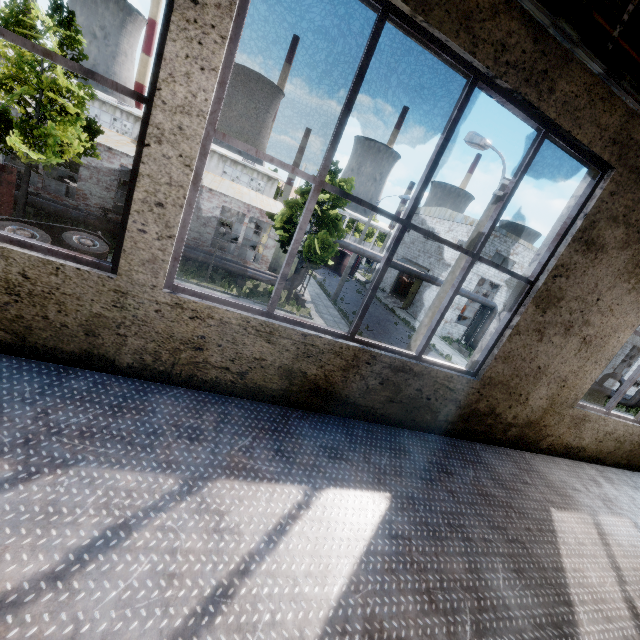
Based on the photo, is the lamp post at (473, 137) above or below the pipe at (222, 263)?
above

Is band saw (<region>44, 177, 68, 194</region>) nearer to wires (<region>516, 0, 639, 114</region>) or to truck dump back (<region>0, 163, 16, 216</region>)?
truck dump back (<region>0, 163, 16, 216</region>)

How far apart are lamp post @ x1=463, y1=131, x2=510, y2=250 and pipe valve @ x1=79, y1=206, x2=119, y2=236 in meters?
17.2 m

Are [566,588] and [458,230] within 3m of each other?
no

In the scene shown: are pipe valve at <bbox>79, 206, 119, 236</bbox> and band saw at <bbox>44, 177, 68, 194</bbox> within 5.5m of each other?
yes

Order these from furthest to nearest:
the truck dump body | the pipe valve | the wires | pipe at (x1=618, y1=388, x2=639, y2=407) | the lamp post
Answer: the truck dump body < pipe at (x1=618, y1=388, x2=639, y2=407) < the pipe valve < the lamp post < the wires

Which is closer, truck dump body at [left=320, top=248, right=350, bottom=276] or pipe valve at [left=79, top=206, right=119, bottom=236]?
pipe valve at [left=79, top=206, right=119, bottom=236]

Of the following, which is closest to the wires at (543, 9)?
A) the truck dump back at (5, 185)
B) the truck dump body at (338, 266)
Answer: the truck dump back at (5, 185)
